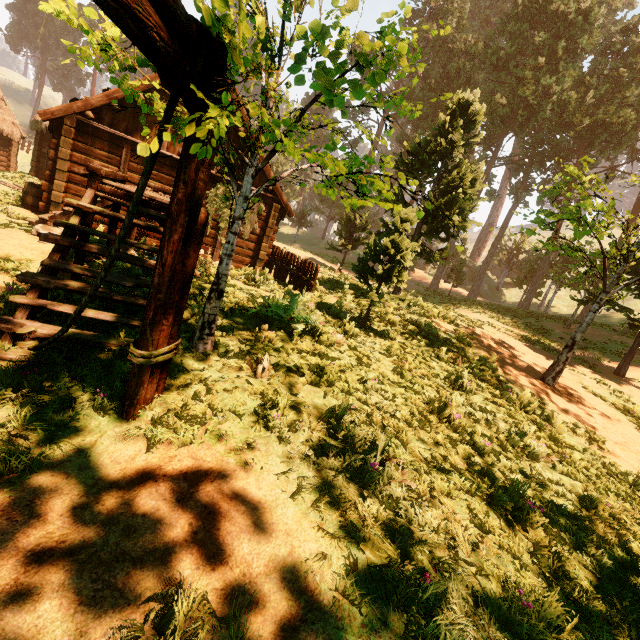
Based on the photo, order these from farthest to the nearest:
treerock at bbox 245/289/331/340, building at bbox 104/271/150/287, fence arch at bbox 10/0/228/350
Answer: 1. treerock at bbox 245/289/331/340
2. building at bbox 104/271/150/287
3. fence arch at bbox 10/0/228/350

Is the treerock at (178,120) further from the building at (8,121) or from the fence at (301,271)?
Answer: the fence at (301,271)

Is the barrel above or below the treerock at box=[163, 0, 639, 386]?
below

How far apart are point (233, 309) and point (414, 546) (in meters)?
4.87

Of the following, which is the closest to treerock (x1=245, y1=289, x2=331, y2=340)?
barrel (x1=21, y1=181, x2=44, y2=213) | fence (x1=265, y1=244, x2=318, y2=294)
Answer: fence (x1=265, y1=244, x2=318, y2=294)

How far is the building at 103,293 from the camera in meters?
4.4 m

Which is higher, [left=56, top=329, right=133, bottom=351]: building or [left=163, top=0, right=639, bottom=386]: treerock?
[left=163, top=0, right=639, bottom=386]: treerock

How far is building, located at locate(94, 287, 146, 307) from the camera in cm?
443
